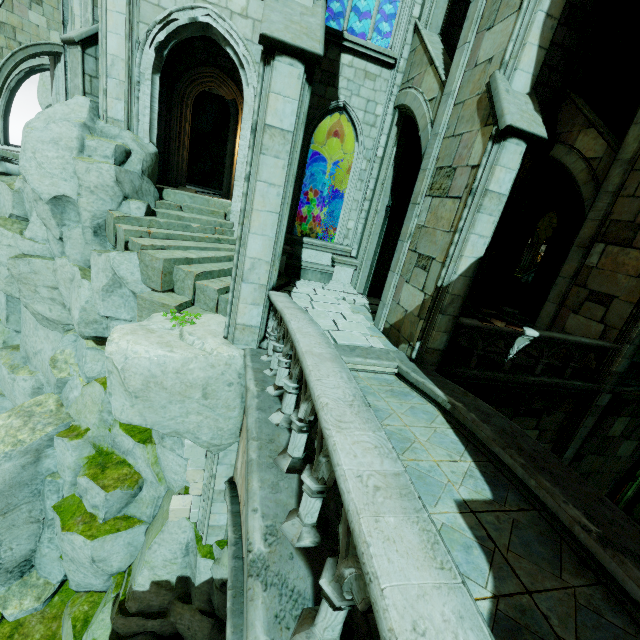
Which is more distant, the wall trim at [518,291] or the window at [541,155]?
the wall trim at [518,291]

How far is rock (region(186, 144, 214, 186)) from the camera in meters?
25.4 m

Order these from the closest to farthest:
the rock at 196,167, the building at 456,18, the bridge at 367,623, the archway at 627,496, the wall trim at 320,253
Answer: the bridge at 367,623 → the building at 456,18 → the wall trim at 320,253 → the archway at 627,496 → the rock at 196,167

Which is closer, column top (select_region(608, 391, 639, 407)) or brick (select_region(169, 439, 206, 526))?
brick (select_region(169, 439, 206, 526))

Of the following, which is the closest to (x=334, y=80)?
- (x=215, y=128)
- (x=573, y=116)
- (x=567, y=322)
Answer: (x=573, y=116)

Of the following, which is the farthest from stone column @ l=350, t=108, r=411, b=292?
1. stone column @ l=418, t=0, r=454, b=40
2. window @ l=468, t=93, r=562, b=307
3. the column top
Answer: the column top

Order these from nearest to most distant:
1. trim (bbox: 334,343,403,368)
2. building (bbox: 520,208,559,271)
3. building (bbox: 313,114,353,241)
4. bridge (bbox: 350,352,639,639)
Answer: bridge (bbox: 350,352,639,639) → trim (bbox: 334,343,403,368) → building (bbox: 313,114,353,241) → building (bbox: 520,208,559,271)

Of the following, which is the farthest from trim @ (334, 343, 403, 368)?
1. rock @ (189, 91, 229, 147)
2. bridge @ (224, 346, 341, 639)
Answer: rock @ (189, 91, 229, 147)
